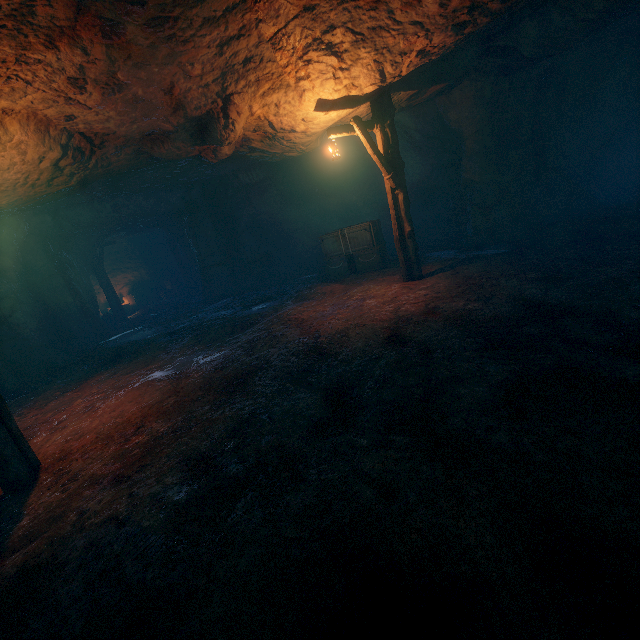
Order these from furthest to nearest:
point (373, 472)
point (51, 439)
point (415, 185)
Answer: point (415, 185)
point (51, 439)
point (373, 472)

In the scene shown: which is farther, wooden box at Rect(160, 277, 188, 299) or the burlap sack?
wooden box at Rect(160, 277, 188, 299)

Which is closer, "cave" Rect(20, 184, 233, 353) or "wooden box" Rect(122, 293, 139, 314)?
"cave" Rect(20, 184, 233, 353)

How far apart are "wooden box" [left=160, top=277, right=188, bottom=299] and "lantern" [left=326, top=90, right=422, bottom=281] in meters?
16.7 m

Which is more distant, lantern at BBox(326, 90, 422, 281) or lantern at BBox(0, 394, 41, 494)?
lantern at BBox(326, 90, 422, 281)

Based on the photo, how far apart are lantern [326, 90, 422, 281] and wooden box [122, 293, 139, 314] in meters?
18.2

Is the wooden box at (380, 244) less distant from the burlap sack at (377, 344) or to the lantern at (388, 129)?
the burlap sack at (377, 344)

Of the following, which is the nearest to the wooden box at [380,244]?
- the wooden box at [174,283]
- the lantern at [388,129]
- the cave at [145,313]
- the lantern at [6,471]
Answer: the lantern at [388,129]
